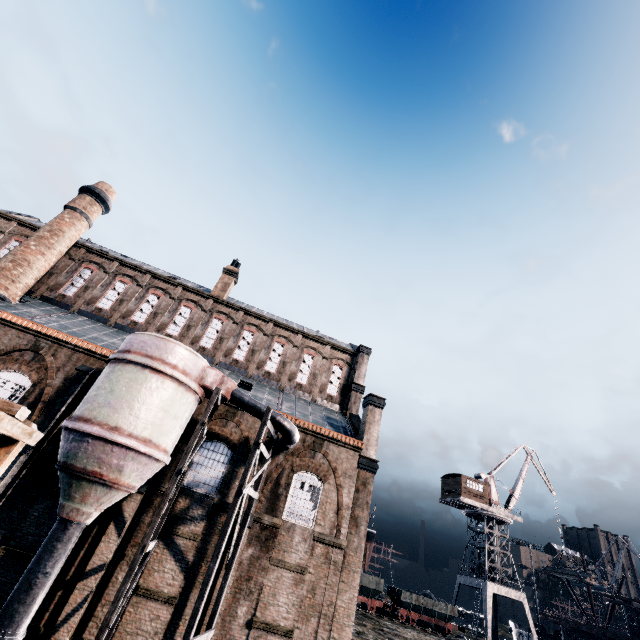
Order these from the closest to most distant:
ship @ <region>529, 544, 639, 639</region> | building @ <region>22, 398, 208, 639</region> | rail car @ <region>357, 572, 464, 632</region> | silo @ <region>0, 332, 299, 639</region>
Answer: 1. silo @ <region>0, 332, 299, 639</region>
2. building @ <region>22, 398, 208, 639</region>
3. rail car @ <region>357, 572, 464, 632</region>
4. ship @ <region>529, 544, 639, 639</region>

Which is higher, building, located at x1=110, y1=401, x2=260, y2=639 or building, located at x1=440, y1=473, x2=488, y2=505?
building, located at x1=440, y1=473, x2=488, y2=505

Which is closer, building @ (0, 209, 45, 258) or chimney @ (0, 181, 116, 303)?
chimney @ (0, 181, 116, 303)

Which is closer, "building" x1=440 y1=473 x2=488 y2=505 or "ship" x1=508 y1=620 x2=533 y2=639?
"building" x1=440 y1=473 x2=488 y2=505

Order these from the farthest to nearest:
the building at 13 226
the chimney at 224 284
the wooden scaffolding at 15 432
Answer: the chimney at 224 284 → the building at 13 226 → the wooden scaffolding at 15 432

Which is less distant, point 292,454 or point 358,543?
point 358,543

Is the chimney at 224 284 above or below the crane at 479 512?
above

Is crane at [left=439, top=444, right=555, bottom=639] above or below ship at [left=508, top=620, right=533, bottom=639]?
above
